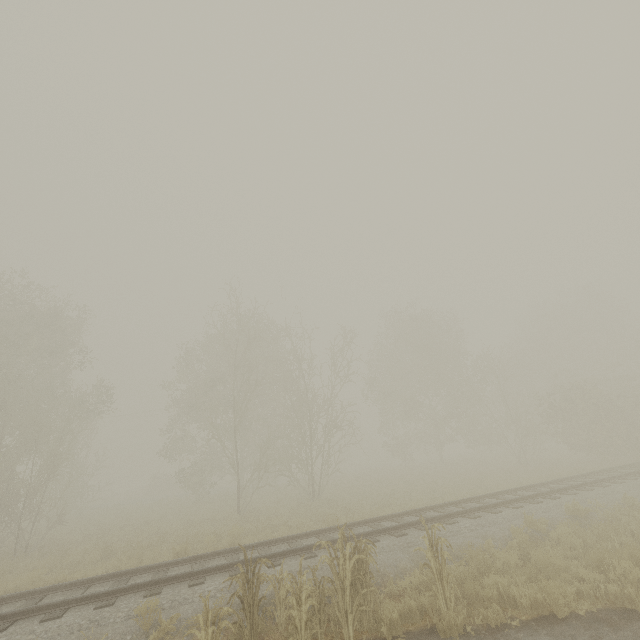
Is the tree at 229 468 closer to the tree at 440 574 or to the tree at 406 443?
the tree at 406 443

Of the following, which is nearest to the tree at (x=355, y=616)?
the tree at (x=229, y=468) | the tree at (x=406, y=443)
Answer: the tree at (x=229, y=468)

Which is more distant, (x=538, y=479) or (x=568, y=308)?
(x=568, y=308)

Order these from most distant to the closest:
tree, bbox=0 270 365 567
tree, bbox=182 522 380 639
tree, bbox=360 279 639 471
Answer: tree, bbox=360 279 639 471
tree, bbox=0 270 365 567
tree, bbox=182 522 380 639

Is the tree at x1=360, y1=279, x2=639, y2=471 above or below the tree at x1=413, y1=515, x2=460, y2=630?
above

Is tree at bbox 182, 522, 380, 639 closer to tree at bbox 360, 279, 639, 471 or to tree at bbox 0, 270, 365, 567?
tree at bbox 0, 270, 365, 567
